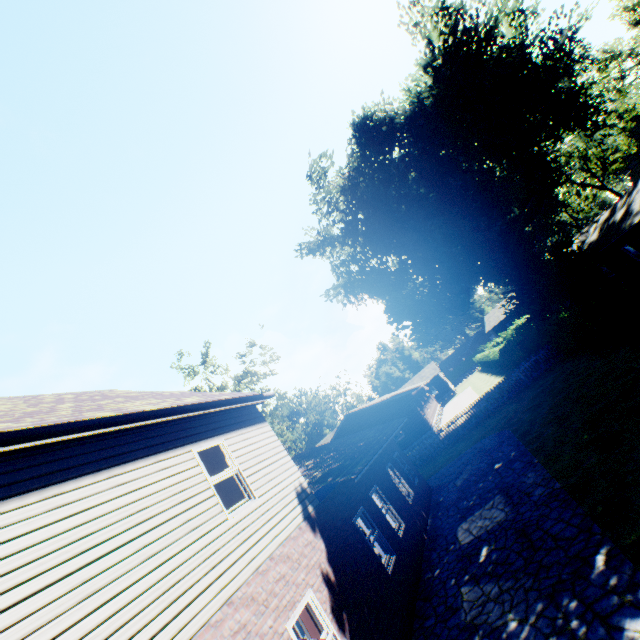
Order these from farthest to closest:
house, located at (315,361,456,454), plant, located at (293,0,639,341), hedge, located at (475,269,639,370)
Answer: house, located at (315,361,456,454) < plant, located at (293,0,639,341) < hedge, located at (475,269,639,370)

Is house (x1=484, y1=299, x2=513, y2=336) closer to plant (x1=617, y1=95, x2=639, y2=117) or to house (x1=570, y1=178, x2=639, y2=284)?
plant (x1=617, y1=95, x2=639, y2=117)

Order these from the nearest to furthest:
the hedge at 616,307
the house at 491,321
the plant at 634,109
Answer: the hedge at 616,307, the plant at 634,109, the house at 491,321

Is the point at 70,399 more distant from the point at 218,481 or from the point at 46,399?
Answer: the point at 218,481

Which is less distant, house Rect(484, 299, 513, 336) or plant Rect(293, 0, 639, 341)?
plant Rect(293, 0, 639, 341)

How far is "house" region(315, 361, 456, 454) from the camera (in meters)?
28.36

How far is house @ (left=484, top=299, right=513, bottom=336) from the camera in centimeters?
4925cm

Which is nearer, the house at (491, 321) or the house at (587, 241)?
the house at (587, 241)
